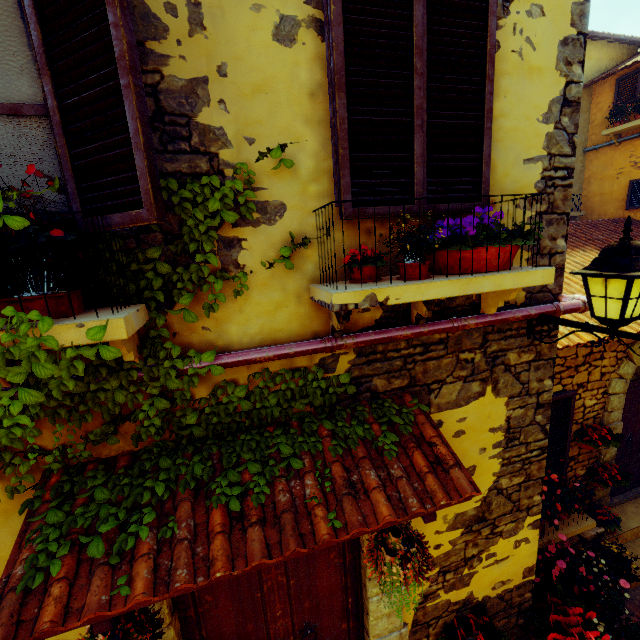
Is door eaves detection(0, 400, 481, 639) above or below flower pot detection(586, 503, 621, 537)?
above

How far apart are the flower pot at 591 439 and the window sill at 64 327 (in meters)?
6.01

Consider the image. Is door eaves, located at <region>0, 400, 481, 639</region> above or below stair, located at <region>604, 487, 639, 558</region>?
above

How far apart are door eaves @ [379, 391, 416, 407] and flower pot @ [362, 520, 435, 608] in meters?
0.3 m

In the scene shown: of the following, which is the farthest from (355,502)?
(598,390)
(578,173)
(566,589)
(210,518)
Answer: (578,173)

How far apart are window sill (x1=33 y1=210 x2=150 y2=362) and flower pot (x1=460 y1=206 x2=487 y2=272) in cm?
175

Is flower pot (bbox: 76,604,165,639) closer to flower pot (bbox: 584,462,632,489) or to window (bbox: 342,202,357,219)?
window (bbox: 342,202,357,219)

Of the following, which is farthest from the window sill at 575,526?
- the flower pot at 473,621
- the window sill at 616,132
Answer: the window sill at 616,132
